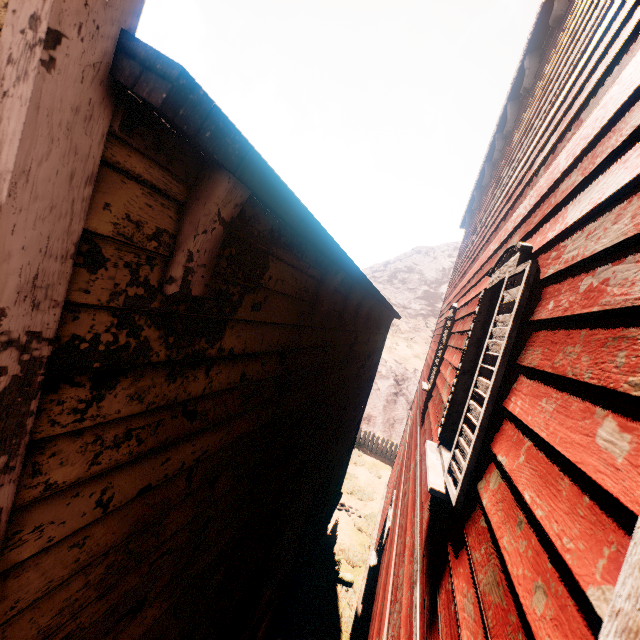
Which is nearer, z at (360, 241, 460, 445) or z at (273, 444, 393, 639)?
z at (273, 444, 393, 639)

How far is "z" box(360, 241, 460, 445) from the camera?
20.3 meters

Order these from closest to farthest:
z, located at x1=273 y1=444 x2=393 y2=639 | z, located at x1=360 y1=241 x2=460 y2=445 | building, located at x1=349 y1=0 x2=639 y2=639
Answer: building, located at x1=349 y1=0 x2=639 y2=639
z, located at x1=273 y1=444 x2=393 y2=639
z, located at x1=360 y1=241 x2=460 y2=445

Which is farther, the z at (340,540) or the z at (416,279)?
the z at (416,279)

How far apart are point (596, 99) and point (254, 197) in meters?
1.8

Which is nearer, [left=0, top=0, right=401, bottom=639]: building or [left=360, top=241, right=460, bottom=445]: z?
[left=0, top=0, right=401, bottom=639]: building

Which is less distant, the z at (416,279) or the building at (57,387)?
the building at (57,387)
